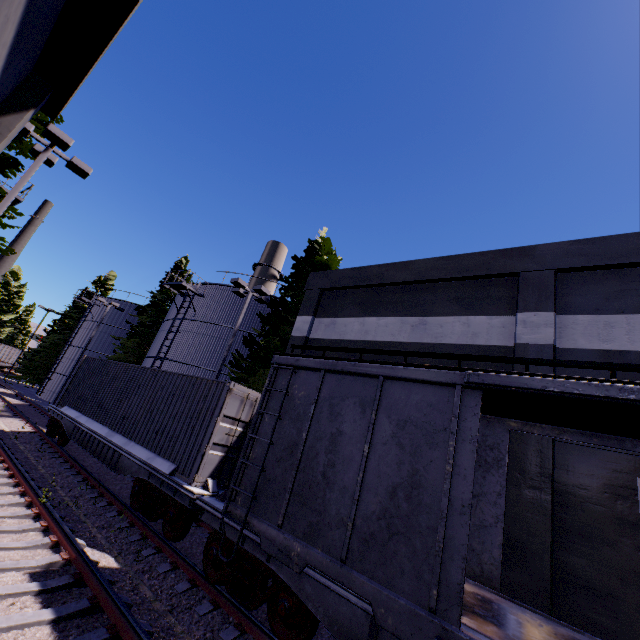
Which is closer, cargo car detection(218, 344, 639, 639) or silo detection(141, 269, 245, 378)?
cargo car detection(218, 344, 639, 639)

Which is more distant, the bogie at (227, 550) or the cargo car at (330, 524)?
the bogie at (227, 550)

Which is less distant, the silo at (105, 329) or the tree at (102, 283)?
the silo at (105, 329)

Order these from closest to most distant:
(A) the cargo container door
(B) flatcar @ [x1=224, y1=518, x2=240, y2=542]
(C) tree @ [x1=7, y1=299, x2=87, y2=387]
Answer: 1. (B) flatcar @ [x1=224, y1=518, x2=240, y2=542]
2. (A) the cargo container door
3. (C) tree @ [x1=7, y1=299, x2=87, y2=387]

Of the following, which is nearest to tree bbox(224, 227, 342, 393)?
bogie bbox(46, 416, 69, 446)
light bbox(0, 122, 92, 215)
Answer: light bbox(0, 122, 92, 215)

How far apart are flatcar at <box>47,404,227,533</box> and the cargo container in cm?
1

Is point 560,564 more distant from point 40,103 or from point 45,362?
point 45,362

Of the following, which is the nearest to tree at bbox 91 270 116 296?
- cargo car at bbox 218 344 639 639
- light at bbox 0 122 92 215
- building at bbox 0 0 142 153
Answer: light at bbox 0 122 92 215
